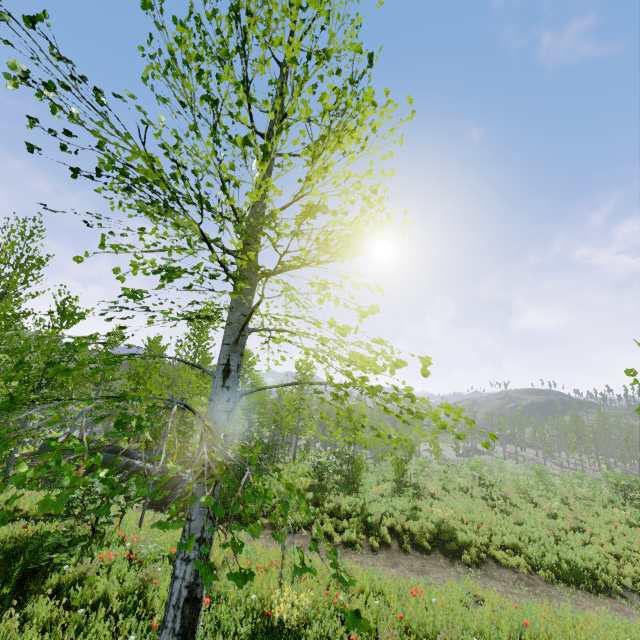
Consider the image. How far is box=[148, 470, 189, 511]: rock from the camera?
13.23m

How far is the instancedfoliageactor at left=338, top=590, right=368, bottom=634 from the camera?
1.6m

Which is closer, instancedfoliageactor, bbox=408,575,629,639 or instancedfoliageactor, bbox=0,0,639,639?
instancedfoliageactor, bbox=0,0,639,639

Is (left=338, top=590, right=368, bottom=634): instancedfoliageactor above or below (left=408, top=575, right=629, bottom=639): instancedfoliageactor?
above

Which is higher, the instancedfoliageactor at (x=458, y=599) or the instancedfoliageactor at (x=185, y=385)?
the instancedfoliageactor at (x=185, y=385)

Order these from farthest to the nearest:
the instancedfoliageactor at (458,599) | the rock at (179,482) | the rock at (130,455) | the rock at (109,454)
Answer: the rock at (109,454), the rock at (130,455), the rock at (179,482), the instancedfoliageactor at (458,599)

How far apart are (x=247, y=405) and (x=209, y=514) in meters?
25.7

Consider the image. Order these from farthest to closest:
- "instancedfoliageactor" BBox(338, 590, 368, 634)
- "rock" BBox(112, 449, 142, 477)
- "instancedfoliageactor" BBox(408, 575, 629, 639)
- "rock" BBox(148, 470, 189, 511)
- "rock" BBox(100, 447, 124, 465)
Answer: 1. "rock" BBox(100, 447, 124, 465)
2. "rock" BBox(112, 449, 142, 477)
3. "rock" BBox(148, 470, 189, 511)
4. "instancedfoliageactor" BBox(408, 575, 629, 639)
5. "instancedfoliageactor" BBox(338, 590, 368, 634)
